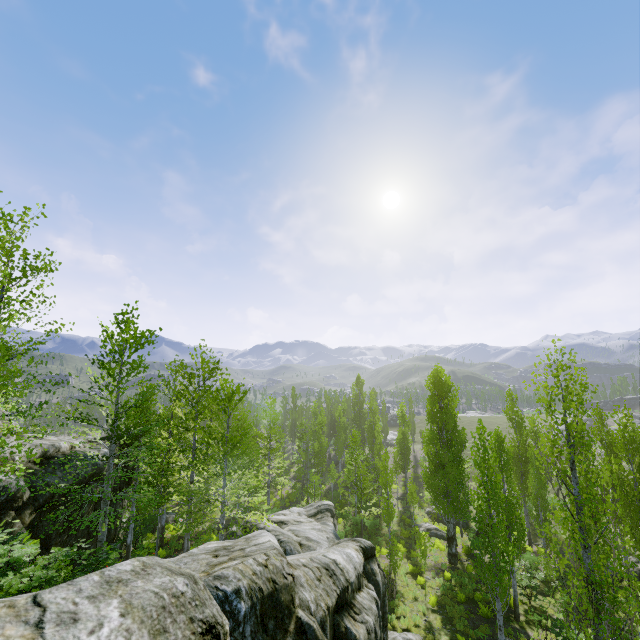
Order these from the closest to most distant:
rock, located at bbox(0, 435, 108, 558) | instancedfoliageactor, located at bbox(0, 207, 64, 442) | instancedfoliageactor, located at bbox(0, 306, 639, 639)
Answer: instancedfoliageactor, located at bbox(0, 207, 64, 442), instancedfoliageactor, located at bbox(0, 306, 639, 639), rock, located at bbox(0, 435, 108, 558)

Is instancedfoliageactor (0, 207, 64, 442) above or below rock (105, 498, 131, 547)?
above

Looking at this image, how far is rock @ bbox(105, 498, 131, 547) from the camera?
17.5m

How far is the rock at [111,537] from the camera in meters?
17.5 m

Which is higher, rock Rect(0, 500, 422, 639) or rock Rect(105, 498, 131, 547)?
rock Rect(0, 500, 422, 639)

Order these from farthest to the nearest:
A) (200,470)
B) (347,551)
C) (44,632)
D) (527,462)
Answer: (527,462)
(200,470)
(347,551)
(44,632)

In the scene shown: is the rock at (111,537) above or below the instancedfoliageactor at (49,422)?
below
